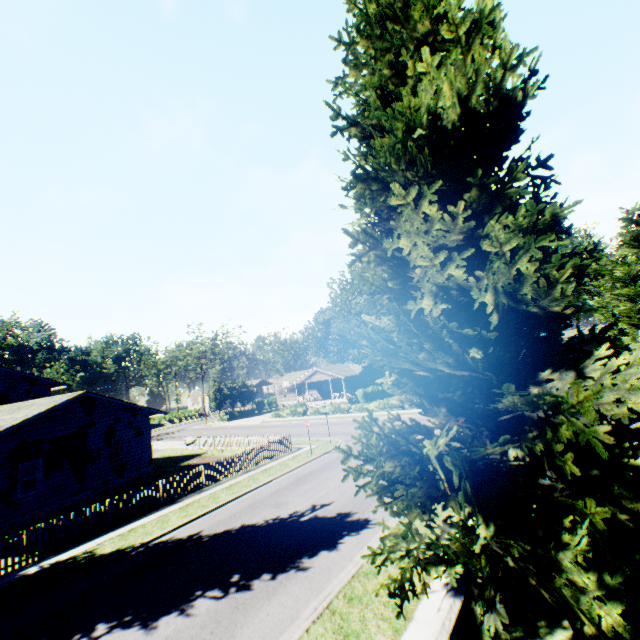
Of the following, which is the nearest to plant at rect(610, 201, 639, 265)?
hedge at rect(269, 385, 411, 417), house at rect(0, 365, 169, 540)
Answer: house at rect(0, 365, 169, 540)

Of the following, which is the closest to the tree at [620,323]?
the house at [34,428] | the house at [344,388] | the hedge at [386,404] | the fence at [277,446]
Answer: the hedge at [386,404]

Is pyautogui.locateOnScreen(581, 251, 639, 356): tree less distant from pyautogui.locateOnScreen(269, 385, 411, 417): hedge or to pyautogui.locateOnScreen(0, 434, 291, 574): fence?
pyautogui.locateOnScreen(269, 385, 411, 417): hedge

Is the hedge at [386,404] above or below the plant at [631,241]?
below

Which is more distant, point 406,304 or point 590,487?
point 406,304

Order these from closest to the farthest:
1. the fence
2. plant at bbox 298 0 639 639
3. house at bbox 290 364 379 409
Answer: plant at bbox 298 0 639 639, the fence, house at bbox 290 364 379 409

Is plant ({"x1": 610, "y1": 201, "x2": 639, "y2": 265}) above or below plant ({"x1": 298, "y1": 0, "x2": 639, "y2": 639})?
above

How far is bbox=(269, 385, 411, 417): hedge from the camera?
37.1m
